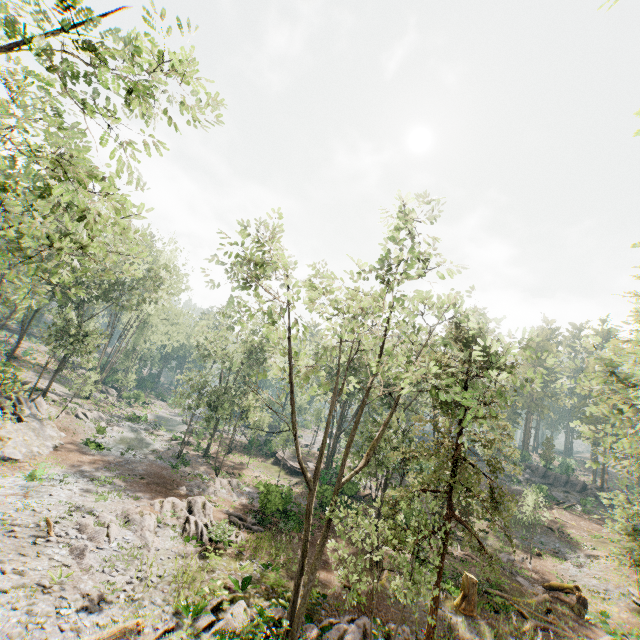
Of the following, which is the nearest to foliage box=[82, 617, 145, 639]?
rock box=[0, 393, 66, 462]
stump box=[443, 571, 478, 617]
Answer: rock box=[0, 393, 66, 462]

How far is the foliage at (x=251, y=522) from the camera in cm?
2205

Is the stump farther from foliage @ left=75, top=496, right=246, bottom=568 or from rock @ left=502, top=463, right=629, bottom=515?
rock @ left=502, top=463, right=629, bottom=515

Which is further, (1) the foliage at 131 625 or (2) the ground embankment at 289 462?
(2) the ground embankment at 289 462

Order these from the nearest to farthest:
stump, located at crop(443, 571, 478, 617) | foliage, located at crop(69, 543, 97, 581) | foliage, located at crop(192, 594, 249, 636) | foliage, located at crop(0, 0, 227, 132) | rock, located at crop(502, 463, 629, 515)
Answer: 1. foliage, located at crop(0, 0, 227, 132)
2. foliage, located at crop(192, 594, 249, 636)
3. foliage, located at crop(69, 543, 97, 581)
4. stump, located at crop(443, 571, 478, 617)
5. rock, located at crop(502, 463, 629, 515)

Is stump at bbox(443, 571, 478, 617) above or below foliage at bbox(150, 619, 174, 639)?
above

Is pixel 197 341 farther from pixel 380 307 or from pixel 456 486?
pixel 456 486
